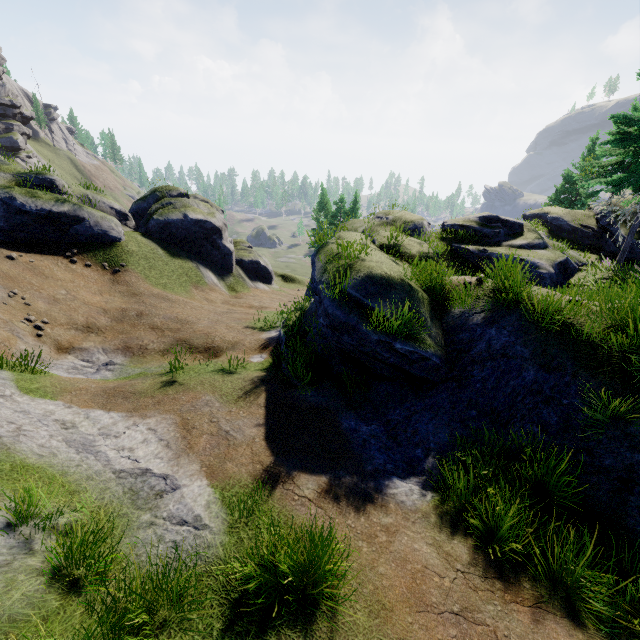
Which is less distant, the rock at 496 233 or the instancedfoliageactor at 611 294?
the instancedfoliageactor at 611 294

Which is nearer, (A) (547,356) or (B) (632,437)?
(B) (632,437)

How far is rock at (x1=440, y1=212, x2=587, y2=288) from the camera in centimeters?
1284cm

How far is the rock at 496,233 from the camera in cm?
1284

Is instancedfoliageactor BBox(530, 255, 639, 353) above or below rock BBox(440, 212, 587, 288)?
above

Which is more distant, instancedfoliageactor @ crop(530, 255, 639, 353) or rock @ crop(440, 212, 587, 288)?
rock @ crop(440, 212, 587, 288)
